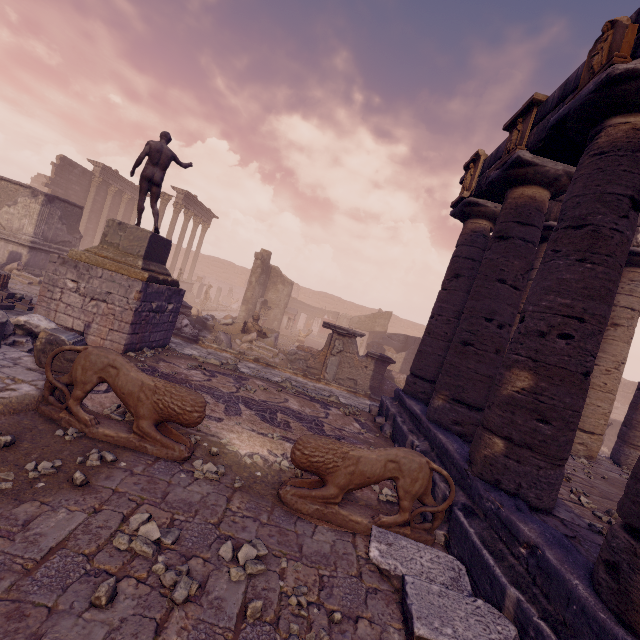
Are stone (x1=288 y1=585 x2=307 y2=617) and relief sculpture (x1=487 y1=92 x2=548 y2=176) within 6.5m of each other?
no

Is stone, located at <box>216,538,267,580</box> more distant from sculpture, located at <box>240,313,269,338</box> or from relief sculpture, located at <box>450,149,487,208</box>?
sculpture, located at <box>240,313,269,338</box>

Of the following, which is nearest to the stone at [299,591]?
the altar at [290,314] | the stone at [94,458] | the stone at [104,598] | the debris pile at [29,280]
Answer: the stone at [104,598]

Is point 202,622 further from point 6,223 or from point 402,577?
point 6,223

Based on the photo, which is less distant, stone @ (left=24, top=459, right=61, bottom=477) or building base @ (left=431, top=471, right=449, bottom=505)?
stone @ (left=24, top=459, right=61, bottom=477)

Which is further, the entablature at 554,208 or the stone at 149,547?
the entablature at 554,208

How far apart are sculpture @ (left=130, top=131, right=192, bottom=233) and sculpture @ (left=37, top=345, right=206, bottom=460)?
5.47m

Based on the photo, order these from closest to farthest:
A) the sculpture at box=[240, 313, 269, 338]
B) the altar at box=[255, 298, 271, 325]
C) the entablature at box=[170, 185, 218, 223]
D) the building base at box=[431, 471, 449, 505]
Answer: the building base at box=[431, 471, 449, 505]
the sculpture at box=[240, 313, 269, 338]
the altar at box=[255, 298, 271, 325]
the entablature at box=[170, 185, 218, 223]
